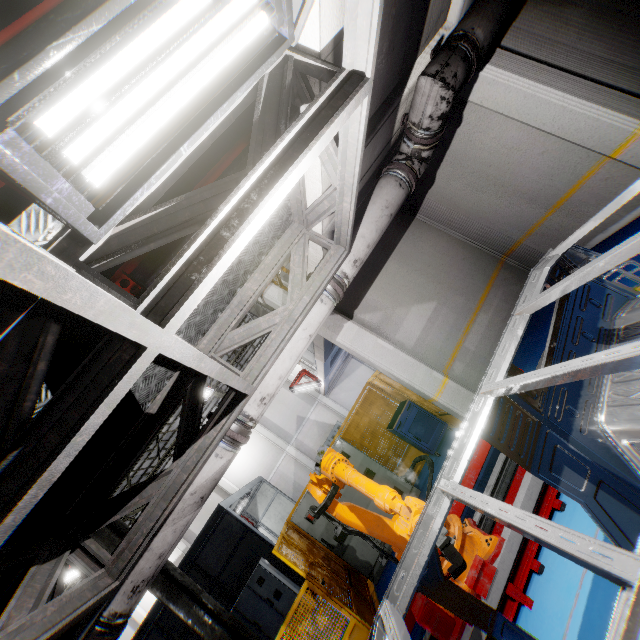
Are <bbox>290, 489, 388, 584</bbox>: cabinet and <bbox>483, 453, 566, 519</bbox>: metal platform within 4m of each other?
yes

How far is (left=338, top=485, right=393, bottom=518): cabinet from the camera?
7.2m

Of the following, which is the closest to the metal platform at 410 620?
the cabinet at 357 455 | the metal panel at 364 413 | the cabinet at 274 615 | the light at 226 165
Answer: the metal panel at 364 413

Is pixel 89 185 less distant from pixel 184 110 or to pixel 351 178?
pixel 184 110

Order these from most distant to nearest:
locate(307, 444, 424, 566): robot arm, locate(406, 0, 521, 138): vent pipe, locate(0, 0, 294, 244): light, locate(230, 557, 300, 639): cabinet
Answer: locate(230, 557, 300, 639): cabinet → locate(406, 0, 521, 138): vent pipe → locate(307, 444, 424, 566): robot arm → locate(0, 0, 294, 244): light

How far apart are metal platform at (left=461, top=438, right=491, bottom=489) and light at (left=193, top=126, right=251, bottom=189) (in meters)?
3.82

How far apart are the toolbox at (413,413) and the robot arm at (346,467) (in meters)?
3.24

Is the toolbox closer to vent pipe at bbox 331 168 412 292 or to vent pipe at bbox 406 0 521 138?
vent pipe at bbox 331 168 412 292
